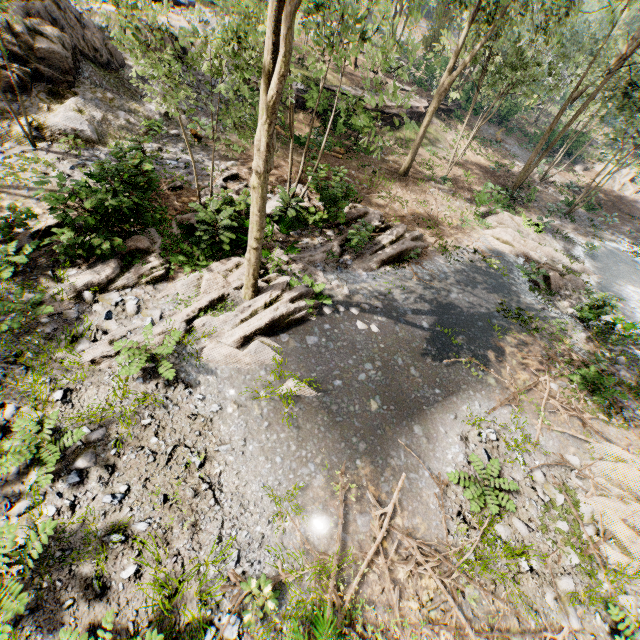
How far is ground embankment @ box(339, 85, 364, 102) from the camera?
20.8m

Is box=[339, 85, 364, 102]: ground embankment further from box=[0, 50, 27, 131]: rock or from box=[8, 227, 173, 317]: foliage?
box=[0, 50, 27, 131]: rock

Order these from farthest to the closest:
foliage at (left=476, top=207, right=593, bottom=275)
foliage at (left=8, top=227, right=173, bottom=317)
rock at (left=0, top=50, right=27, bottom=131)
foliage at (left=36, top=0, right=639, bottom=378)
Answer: foliage at (left=476, top=207, right=593, bottom=275), rock at (left=0, top=50, right=27, bottom=131), foliage at (left=8, top=227, right=173, bottom=317), foliage at (left=36, top=0, right=639, bottom=378)

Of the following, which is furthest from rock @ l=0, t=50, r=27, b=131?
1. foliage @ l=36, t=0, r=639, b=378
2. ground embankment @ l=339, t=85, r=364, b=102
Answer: ground embankment @ l=339, t=85, r=364, b=102

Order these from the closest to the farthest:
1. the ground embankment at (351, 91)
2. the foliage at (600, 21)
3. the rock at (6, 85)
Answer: the foliage at (600, 21)
the rock at (6, 85)
the ground embankment at (351, 91)

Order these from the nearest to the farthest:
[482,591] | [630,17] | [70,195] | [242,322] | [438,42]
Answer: [482,591] < [70,195] < [242,322] < [438,42] < [630,17]

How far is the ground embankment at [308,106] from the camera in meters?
19.7
